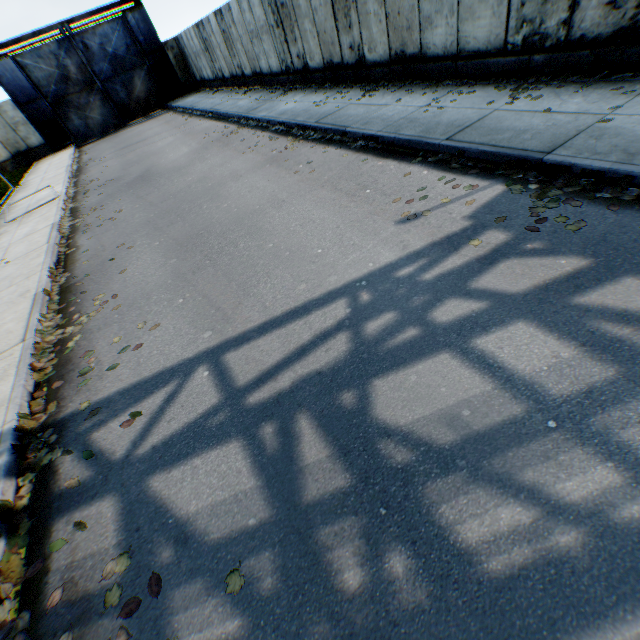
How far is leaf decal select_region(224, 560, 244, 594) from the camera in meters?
2.2

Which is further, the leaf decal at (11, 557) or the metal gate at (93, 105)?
the metal gate at (93, 105)

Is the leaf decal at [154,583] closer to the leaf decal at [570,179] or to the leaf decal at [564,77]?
the leaf decal at [570,179]

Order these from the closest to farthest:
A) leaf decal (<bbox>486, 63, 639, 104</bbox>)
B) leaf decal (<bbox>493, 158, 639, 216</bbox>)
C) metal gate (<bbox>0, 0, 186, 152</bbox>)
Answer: leaf decal (<bbox>493, 158, 639, 216</bbox>) → leaf decal (<bbox>486, 63, 639, 104</bbox>) → metal gate (<bbox>0, 0, 186, 152</bbox>)

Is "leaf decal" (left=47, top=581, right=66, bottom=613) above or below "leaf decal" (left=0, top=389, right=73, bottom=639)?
below

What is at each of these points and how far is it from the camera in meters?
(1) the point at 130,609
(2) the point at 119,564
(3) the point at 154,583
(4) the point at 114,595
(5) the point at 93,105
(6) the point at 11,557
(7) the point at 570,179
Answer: (1) leaf decal, 2.3 m
(2) leaf decal, 2.6 m
(3) leaf decal, 2.4 m
(4) leaf decal, 2.4 m
(5) metal gate, 24.2 m
(6) leaf decal, 2.8 m
(7) leaf decal, 4.3 m

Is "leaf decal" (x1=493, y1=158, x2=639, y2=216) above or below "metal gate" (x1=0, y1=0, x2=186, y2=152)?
below

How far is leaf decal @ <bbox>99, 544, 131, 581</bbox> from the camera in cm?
252
